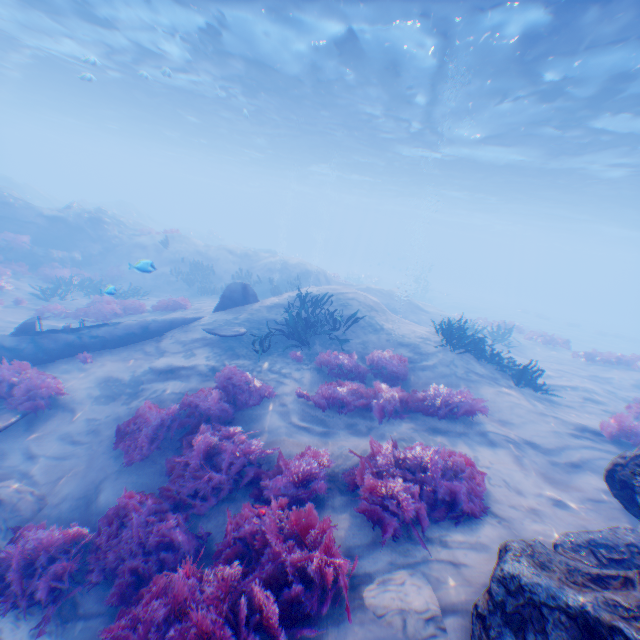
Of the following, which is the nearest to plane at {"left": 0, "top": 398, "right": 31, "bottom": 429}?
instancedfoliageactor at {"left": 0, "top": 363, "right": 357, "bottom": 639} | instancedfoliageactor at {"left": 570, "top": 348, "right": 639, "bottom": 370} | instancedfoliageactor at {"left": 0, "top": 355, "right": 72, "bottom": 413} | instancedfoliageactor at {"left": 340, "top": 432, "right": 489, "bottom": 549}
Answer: instancedfoliageactor at {"left": 0, "top": 355, "right": 72, "bottom": 413}

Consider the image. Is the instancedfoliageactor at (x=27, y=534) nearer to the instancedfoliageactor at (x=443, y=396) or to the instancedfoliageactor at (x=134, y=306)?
the instancedfoliageactor at (x=443, y=396)

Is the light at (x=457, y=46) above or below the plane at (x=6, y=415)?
above

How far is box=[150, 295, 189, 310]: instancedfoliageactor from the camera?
14.0m

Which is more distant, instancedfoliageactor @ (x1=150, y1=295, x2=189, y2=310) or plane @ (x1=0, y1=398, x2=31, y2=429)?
instancedfoliageactor @ (x1=150, y1=295, x2=189, y2=310)

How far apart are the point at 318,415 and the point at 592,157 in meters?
23.6 m

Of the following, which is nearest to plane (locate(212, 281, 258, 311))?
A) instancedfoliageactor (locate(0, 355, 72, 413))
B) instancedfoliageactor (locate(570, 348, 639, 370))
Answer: instancedfoliageactor (locate(0, 355, 72, 413))

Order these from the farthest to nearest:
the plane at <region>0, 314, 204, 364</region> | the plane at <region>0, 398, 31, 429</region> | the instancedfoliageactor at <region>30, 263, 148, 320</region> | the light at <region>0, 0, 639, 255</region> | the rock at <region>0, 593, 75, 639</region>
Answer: the instancedfoliageactor at <region>30, 263, 148, 320</region> → the light at <region>0, 0, 639, 255</region> → the plane at <region>0, 314, 204, 364</region> → the plane at <region>0, 398, 31, 429</region> → the rock at <region>0, 593, 75, 639</region>
